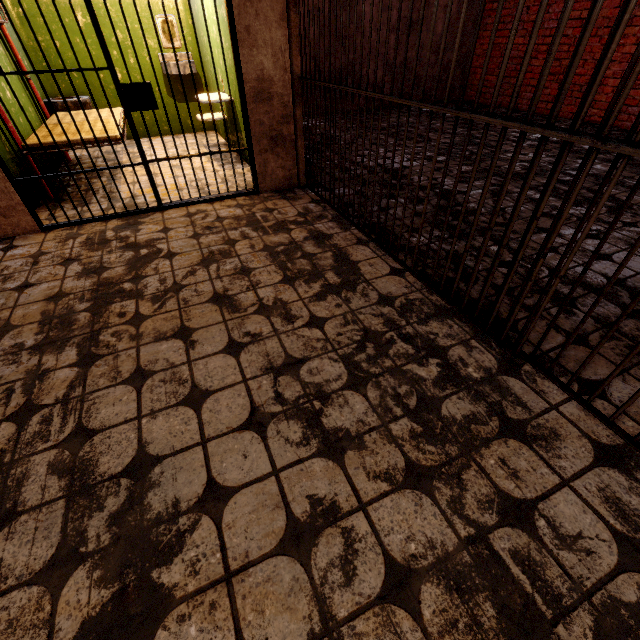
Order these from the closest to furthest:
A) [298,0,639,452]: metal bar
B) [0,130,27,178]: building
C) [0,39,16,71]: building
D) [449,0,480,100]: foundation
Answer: [298,0,639,452]: metal bar → [0,130,27,178]: building → [0,39,16,71]: building → [449,0,480,100]: foundation

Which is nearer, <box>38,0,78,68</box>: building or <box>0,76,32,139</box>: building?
<box>0,76,32,139</box>: building

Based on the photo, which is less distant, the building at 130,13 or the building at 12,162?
the building at 12,162

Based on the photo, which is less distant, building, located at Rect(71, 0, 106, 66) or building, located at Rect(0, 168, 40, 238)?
building, located at Rect(0, 168, 40, 238)

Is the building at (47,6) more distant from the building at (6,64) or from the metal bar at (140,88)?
the building at (6,64)

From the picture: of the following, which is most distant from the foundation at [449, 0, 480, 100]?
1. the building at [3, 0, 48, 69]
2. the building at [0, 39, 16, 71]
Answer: the building at [0, 39, 16, 71]

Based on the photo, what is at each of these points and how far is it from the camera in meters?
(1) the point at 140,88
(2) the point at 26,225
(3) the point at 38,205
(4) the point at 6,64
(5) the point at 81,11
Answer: (1) metal bar, 2.7 m
(2) building, 2.9 m
(3) building, 3.4 m
(4) building, 3.8 m
(5) building, 4.6 m

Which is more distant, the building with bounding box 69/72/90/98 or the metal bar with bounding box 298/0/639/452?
the building with bounding box 69/72/90/98
